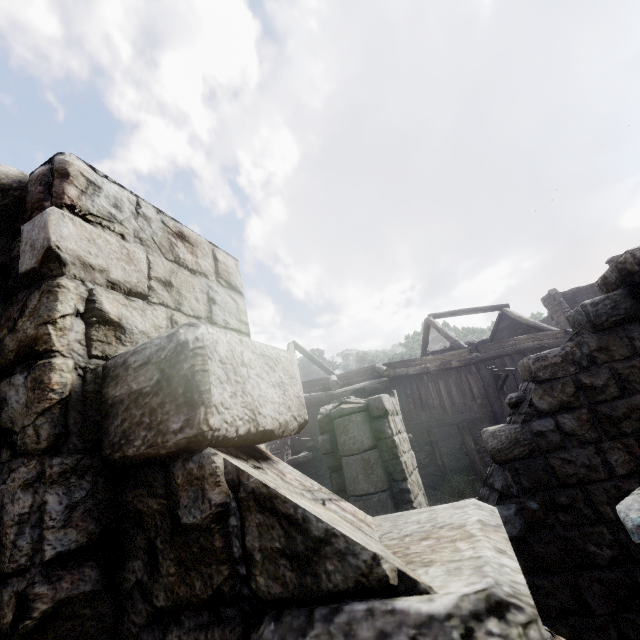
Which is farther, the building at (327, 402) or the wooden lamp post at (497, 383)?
the wooden lamp post at (497, 383)

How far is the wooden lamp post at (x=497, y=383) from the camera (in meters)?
11.71

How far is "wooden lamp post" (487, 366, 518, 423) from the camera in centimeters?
1171cm

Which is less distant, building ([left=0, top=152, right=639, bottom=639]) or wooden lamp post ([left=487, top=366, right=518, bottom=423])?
building ([left=0, top=152, right=639, bottom=639])

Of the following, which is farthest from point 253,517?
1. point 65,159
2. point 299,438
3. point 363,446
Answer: point 299,438
